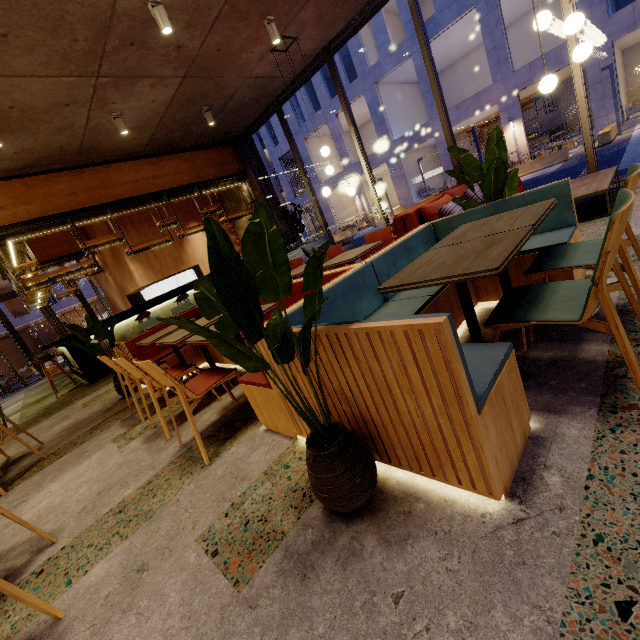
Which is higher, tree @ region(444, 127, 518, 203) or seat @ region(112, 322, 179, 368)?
tree @ region(444, 127, 518, 203)

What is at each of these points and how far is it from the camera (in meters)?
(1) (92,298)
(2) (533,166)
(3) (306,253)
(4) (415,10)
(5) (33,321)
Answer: (1) building, 29.89
(2) planter, 14.33
(3) couch, 8.56
(4) window frame, 5.66
(5) building, 27.05

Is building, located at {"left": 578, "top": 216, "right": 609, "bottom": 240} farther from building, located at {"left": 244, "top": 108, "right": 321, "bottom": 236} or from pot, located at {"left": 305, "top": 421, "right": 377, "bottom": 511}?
building, located at {"left": 244, "top": 108, "right": 321, "bottom": 236}

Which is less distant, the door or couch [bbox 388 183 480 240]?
couch [bbox 388 183 480 240]

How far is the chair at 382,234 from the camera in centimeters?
413cm

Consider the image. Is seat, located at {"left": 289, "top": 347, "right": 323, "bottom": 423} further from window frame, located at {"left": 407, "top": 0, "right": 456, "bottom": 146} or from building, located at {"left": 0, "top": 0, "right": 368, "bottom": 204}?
window frame, located at {"left": 407, "top": 0, "right": 456, "bottom": 146}

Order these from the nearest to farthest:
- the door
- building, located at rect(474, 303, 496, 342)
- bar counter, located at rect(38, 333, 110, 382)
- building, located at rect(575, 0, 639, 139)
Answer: building, located at rect(474, 303, 496, 342) < bar counter, located at rect(38, 333, 110, 382) < the door < building, located at rect(575, 0, 639, 139)

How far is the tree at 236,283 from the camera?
1.10m
